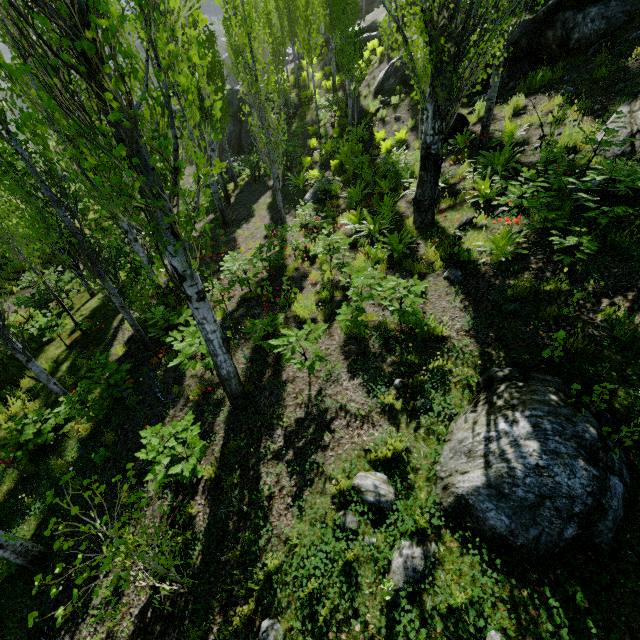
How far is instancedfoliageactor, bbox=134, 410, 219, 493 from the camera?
4.3m

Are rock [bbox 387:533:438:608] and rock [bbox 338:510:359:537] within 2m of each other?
yes

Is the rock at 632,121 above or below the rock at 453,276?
above

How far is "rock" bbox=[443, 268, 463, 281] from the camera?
6.2 meters

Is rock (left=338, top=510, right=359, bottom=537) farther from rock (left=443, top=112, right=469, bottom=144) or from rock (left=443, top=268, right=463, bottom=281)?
rock (left=443, top=112, right=469, bottom=144)

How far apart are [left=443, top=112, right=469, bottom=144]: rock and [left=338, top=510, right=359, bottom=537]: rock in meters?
12.0 m

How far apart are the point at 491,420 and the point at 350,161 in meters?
11.5 m

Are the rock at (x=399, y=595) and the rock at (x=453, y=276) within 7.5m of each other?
yes
